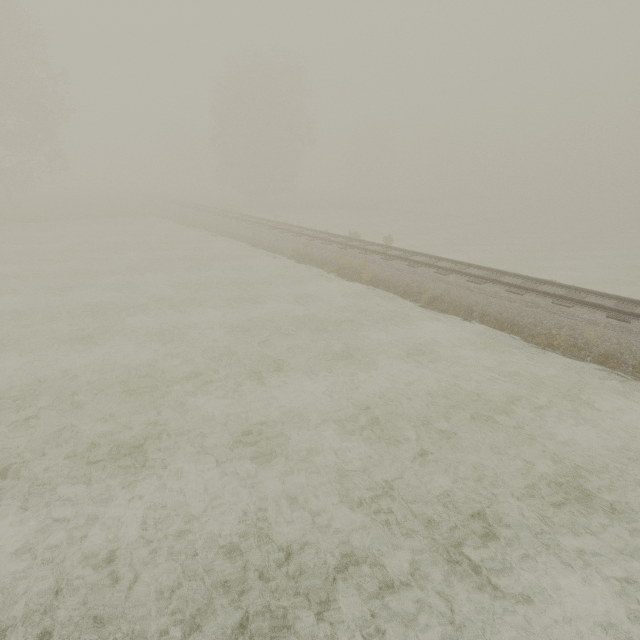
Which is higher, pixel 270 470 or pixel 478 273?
pixel 478 273
